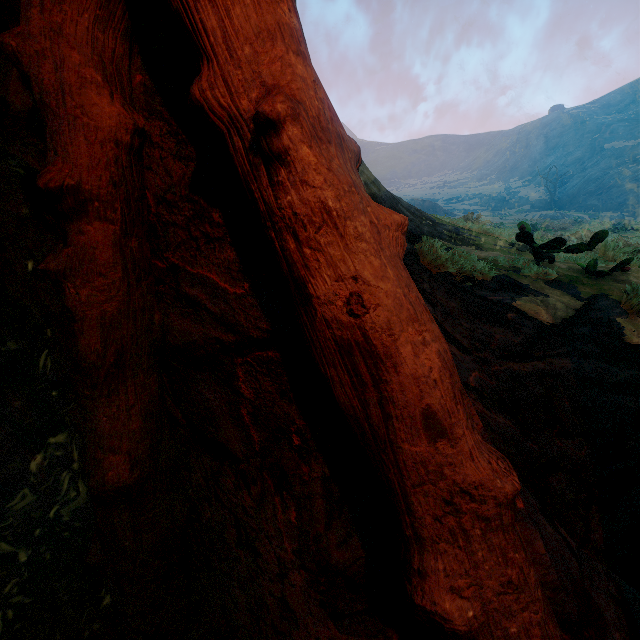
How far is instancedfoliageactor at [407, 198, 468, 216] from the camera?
44.0m

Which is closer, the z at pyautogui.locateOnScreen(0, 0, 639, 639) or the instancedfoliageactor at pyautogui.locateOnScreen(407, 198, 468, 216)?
the z at pyautogui.locateOnScreen(0, 0, 639, 639)

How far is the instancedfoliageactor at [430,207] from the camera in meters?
44.0 m

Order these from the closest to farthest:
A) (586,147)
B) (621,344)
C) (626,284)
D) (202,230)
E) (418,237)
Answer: (202,230)
(621,344)
(626,284)
(418,237)
(586,147)

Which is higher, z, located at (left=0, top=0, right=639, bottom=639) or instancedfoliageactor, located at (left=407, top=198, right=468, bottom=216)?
instancedfoliageactor, located at (left=407, top=198, right=468, bottom=216)

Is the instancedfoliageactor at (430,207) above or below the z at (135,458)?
above
